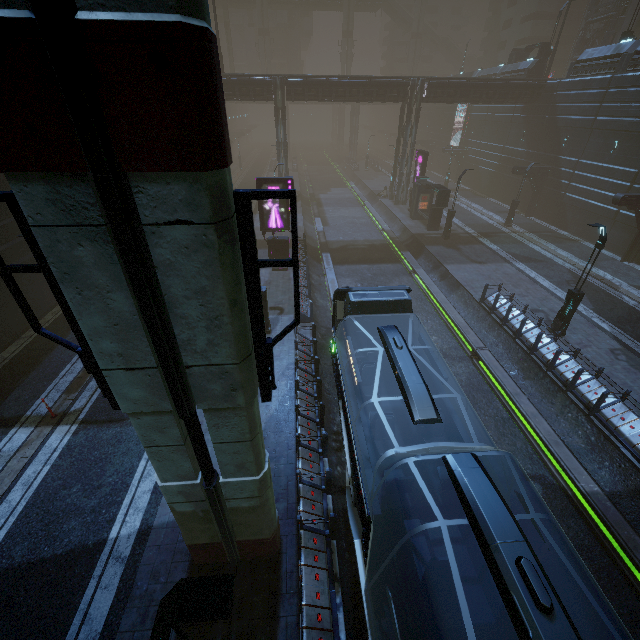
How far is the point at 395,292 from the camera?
10.3 meters

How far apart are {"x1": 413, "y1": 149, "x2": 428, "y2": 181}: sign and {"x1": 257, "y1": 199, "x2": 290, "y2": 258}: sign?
18.1 meters

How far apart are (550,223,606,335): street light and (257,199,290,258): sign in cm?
1482

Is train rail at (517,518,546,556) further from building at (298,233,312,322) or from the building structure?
the building structure

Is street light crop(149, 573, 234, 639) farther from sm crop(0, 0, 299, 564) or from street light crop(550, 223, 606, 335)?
street light crop(550, 223, 606, 335)

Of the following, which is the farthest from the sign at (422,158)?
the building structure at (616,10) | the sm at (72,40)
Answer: the sm at (72,40)

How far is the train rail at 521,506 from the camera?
10.3m

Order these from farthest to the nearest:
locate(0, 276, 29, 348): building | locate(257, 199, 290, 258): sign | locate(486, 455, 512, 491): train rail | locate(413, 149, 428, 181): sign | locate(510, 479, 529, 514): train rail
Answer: locate(413, 149, 428, 181): sign, locate(257, 199, 290, 258): sign, locate(0, 276, 29, 348): building, locate(486, 455, 512, 491): train rail, locate(510, 479, 529, 514): train rail
